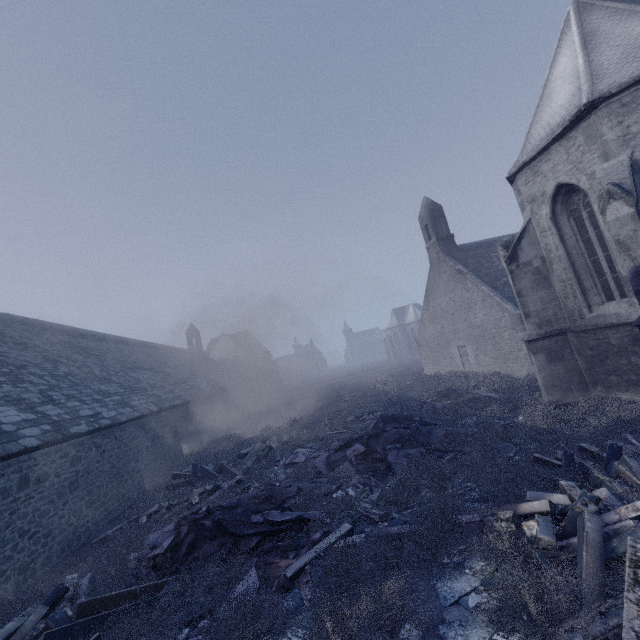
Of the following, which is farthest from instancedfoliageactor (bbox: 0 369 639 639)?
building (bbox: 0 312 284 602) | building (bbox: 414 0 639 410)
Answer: building (bbox: 414 0 639 410)

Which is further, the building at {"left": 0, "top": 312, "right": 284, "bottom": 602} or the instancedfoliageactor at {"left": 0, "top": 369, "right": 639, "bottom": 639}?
the building at {"left": 0, "top": 312, "right": 284, "bottom": 602}

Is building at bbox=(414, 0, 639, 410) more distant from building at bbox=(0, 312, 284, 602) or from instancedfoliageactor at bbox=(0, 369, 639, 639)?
building at bbox=(0, 312, 284, 602)

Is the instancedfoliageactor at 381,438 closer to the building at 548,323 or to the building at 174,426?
the building at 174,426

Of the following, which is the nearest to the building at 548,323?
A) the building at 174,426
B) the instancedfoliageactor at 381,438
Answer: the instancedfoliageactor at 381,438

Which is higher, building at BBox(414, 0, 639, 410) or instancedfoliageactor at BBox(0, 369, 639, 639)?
building at BBox(414, 0, 639, 410)

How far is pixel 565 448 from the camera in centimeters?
635cm
